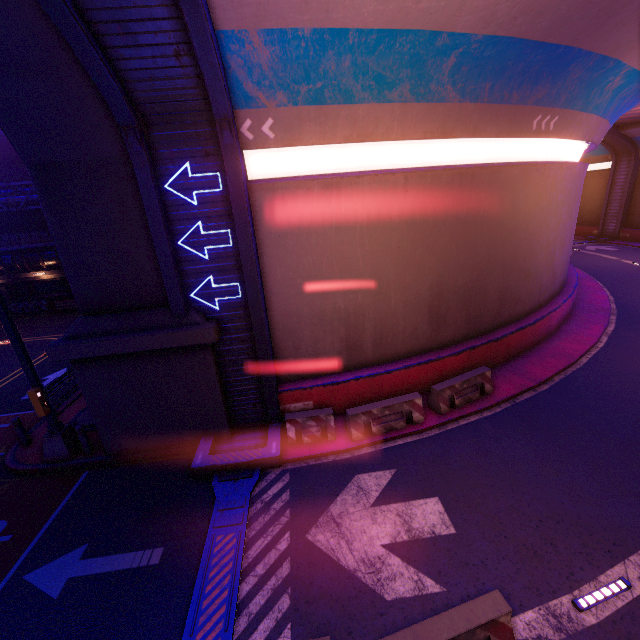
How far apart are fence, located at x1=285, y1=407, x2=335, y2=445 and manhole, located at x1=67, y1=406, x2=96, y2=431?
6.5 meters

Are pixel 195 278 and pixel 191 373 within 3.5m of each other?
yes

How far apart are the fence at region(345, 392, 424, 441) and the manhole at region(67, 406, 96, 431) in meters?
8.3

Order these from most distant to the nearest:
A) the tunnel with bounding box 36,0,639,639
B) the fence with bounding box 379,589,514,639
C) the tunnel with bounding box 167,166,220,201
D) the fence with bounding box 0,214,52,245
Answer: the fence with bounding box 0,214,52,245 → the tunnel with bounding box 167,166,220,201 → the tunnel with bounding box 36,0,639,639 → the fence with bounding box 379,589,514,639

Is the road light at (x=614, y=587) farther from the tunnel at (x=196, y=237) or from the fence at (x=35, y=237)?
the fence at (x=35, y=237)

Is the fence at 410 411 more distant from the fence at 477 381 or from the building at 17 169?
the building at 17 169

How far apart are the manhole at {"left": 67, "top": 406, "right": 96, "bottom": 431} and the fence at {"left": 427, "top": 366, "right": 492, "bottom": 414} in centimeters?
1105cm

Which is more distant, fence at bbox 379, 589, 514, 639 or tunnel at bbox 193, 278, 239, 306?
tunnel at bbox 193, 278, 239, 306
